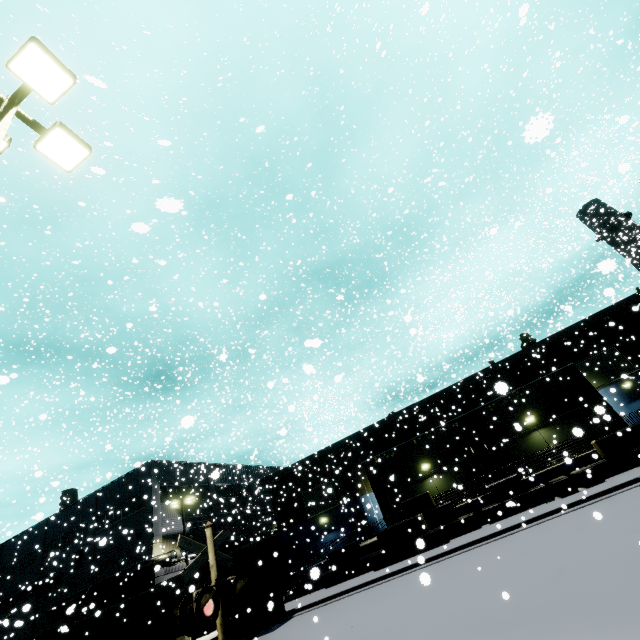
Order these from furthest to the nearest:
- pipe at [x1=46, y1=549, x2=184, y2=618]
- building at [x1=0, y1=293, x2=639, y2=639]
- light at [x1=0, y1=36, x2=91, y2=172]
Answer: pipe at [x1=46, y1=549, x2=184, y2=618] → building at [x1=0, y1=293, x2=639, y2=639] → light at [x1=0, y1=36, x2=91, y2=172]

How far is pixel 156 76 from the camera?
18.92m

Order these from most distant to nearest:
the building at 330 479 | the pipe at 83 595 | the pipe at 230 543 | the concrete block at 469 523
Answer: the pipe at 230 543, the pipe at 83 595, the building at 330 479, the concrete block at 469 523

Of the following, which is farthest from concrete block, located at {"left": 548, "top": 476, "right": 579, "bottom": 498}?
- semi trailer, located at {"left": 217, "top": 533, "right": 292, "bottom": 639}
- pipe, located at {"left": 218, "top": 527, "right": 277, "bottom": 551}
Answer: pipe, located at {"left": 218, "top": 527, "right": 277, "bottom": 551}

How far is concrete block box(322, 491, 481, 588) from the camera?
19.1 meters

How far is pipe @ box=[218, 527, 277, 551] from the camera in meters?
33.2 m

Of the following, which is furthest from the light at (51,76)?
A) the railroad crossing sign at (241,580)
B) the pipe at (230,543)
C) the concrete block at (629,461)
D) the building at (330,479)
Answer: the pipe at (230,543)
